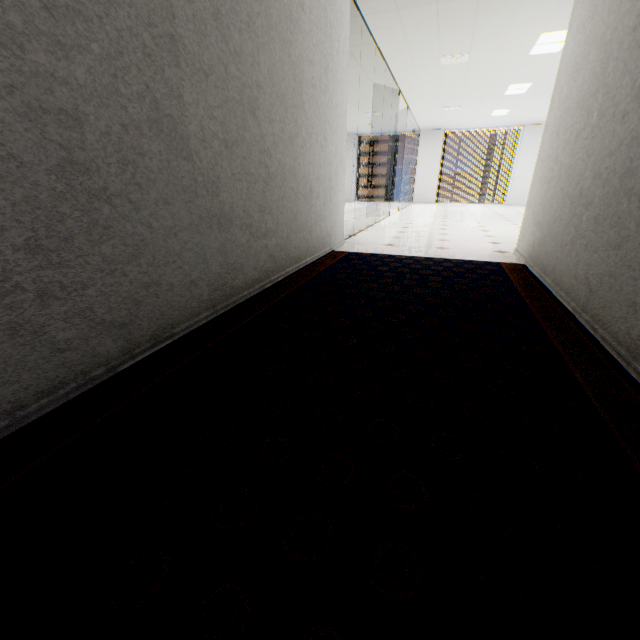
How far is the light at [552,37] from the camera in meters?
5.0 m

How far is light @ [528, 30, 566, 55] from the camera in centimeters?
502cm

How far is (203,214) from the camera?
1.9 meters
